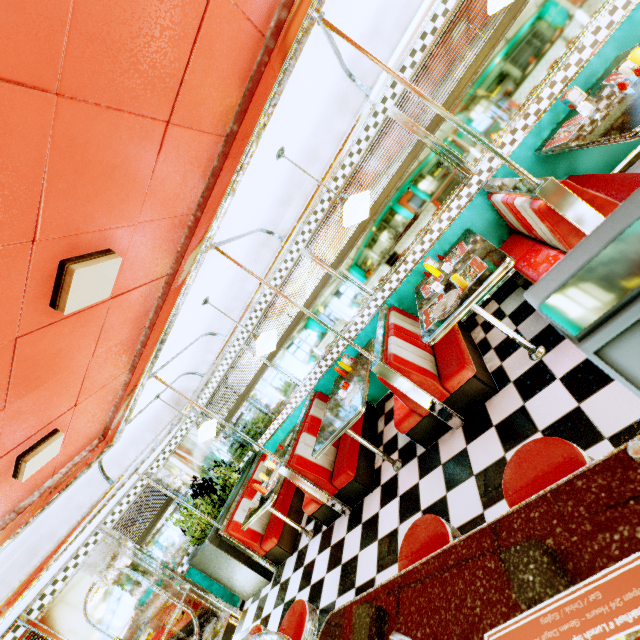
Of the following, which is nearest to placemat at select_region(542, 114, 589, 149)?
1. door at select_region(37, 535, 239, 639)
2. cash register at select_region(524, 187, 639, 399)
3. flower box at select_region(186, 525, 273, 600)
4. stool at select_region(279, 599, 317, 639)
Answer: cash register at select_region(524, 187, 639, 399)

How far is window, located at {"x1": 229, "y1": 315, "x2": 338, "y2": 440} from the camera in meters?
5.2 m

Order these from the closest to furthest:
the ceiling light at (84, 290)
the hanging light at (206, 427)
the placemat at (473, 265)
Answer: the ceiling light at (84, 290) → the placemat at (473, 265) → the hanging light at (206, 427)

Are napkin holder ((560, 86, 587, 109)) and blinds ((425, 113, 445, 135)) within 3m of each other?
yes

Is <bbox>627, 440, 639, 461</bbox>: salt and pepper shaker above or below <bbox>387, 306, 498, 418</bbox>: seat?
above

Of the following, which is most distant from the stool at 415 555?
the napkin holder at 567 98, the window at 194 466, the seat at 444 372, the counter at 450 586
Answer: the window at 194 466

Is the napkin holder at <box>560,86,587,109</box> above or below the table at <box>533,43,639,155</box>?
above

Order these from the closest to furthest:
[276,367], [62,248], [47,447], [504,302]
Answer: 1. [62,248]
2. [47,447]
3. [504,302]
4. [276,367]
